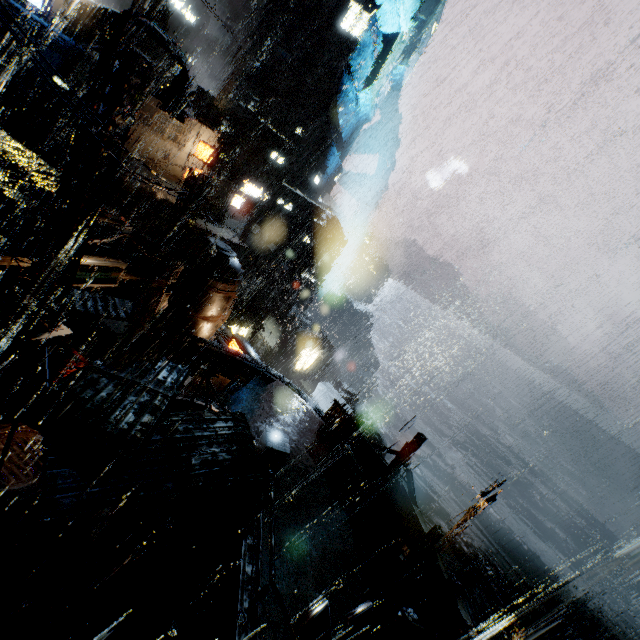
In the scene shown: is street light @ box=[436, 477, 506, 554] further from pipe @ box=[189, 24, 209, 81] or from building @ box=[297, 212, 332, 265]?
pipe @ box=[189, 24, 209, 81]

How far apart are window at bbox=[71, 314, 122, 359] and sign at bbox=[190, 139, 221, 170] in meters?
15.4 m

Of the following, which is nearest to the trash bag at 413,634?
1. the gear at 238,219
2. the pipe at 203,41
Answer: the gear at 238,219

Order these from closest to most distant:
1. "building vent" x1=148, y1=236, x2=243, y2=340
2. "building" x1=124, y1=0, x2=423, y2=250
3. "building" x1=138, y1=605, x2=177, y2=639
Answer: "building" x1=138, y1=605, x2=177, y2=639 < "building vent" x1=148, y1=236, x2=243, y2=340 < "building" x1=124, y1=0, x2=423, y2=250

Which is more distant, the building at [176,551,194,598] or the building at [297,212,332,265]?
the building at [297,212,332,265]

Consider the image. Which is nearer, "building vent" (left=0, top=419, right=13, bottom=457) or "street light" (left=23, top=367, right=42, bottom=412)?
"building vent" (left=0, top=419, right=13, bottom=457)

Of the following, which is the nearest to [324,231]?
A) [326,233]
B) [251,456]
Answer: [326,233]

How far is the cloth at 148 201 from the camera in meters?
27.0
